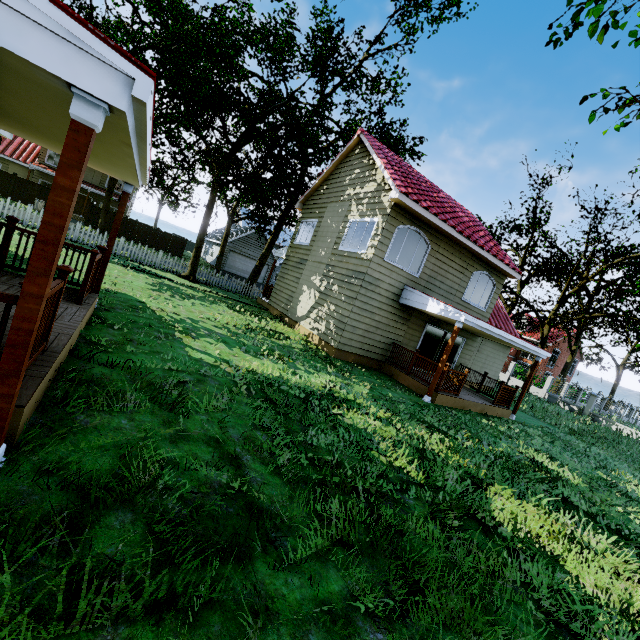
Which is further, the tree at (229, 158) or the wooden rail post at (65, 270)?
the tree at (229, 158)

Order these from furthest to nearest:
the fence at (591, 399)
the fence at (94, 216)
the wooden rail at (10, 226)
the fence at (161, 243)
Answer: the fence at (591, 399) → the fence at (161, 243) → the fence at (94, 216) → the wooden rail at (10, 226)

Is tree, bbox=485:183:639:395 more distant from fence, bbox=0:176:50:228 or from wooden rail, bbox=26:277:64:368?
wooden rail, bbox=26:277:64:368

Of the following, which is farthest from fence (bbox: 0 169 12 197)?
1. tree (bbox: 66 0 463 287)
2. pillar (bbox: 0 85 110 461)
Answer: pillar (bbox: 0 85 110 461)

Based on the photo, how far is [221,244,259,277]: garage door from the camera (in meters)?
36.06

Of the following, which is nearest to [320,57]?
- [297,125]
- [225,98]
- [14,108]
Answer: [297,125]

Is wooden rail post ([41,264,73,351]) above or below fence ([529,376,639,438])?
below

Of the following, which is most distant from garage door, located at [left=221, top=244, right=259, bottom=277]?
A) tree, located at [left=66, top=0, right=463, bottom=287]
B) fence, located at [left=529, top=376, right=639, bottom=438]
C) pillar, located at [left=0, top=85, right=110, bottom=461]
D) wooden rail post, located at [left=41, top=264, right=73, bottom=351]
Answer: pillar, located at [left=0, top=85, right=110, bottom=461]
